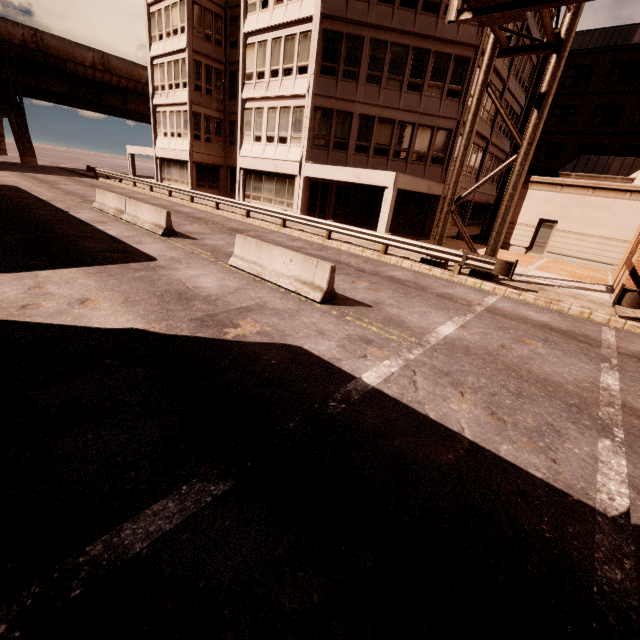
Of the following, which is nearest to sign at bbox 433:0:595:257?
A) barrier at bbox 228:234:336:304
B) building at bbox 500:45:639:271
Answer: barrier at bbox 228:234:336:304

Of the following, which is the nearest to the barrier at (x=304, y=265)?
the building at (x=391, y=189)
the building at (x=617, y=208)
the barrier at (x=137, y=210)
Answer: the barrier at (x=137, y=210)

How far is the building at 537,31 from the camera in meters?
22.1 m

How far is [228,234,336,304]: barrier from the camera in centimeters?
827cm

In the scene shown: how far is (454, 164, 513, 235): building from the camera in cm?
2728

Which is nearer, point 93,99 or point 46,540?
point 46,540

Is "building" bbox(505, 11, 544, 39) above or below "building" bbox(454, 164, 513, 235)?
above

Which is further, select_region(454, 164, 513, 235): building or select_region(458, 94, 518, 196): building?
select_region(454, 164, 513, 235): building
